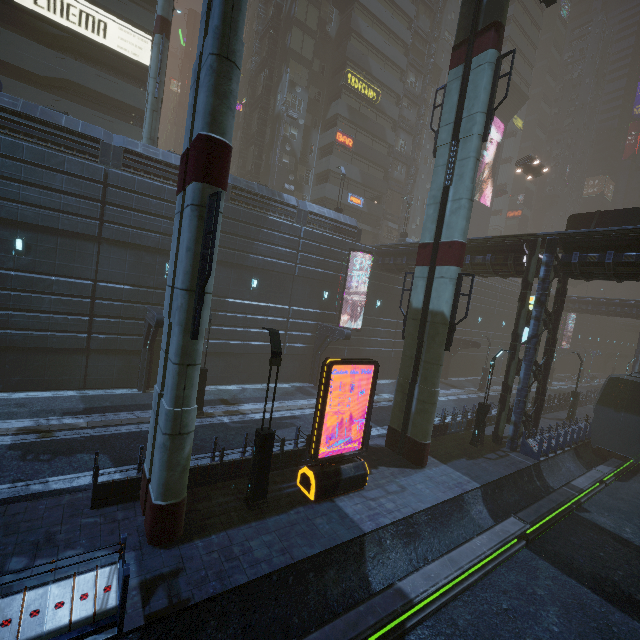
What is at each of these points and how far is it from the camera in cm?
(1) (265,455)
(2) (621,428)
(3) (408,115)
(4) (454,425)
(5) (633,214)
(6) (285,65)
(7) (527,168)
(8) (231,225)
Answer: (1) street light, 999
(2) train, 2000
(3) building, 4488
(4) building, 1944
(5) sign, 1889
(6) building, 3256
(7) car, 3419
(8) building, 2062

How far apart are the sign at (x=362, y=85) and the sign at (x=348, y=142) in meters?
4.3 m

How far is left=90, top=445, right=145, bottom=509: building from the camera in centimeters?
906cm

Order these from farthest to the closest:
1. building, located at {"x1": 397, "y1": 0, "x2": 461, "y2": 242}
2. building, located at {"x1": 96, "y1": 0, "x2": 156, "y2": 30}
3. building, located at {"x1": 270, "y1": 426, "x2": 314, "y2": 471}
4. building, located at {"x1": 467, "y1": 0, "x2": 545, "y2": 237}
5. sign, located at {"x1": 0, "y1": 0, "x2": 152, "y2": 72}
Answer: building, located at {"x1": 467, "y1": 0, "x2": 545, "y2": 237} → building, located at {"x1": 397, "y1": 0, "x2": 461, "y2": 242} → building, located at {"x1": 96, "y1": 0, "x2": 156, "y2": 30} → sign, located at {"x1": 0, "y1": 0, "x2": 152, "y2": 72} → building, located at {"x1": 270, "y1": 426, "x2": 314, "y2": 471}

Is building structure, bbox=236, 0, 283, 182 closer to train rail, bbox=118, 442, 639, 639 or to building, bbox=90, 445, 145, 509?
building, bbox=90, 445, 145, 509

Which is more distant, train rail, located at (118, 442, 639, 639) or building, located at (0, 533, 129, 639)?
train rail, located at (118, 442, 639, 639)

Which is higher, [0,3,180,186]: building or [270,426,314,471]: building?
[0,3,180,186]: building

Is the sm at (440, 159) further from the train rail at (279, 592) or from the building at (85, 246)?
the train rail at (279, 592)
